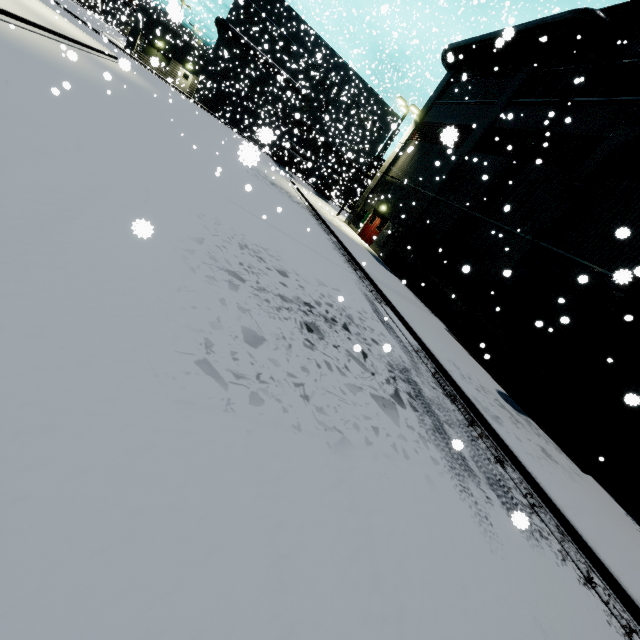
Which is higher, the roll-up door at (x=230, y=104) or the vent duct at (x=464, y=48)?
the vent duct at (x=464, y=48)

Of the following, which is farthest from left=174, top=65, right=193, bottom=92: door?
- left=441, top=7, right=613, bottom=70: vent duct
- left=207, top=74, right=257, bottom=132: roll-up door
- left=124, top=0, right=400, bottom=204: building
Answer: left=441, top=7, right=613, bottom=70: vent duct

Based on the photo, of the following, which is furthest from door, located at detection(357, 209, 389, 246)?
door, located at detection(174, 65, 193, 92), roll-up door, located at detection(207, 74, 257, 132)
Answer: door, located at detection(174, 65, 193, 92)

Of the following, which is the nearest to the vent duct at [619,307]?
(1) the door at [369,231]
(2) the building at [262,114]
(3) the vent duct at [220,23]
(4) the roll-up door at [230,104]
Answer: (2) the building at [262,114]

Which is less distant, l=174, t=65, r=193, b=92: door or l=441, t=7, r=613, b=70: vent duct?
l=441, t=7, r=613, b=70: vent duct

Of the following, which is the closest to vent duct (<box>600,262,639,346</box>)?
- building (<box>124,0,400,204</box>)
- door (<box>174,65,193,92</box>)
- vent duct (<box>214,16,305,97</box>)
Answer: building (<box>124,0,400,204</box>)

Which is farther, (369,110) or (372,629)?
(369,110)

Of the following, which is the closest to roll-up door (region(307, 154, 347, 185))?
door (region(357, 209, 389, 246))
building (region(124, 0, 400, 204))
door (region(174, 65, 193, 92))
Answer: building (region(124, 0, 400, 204))
